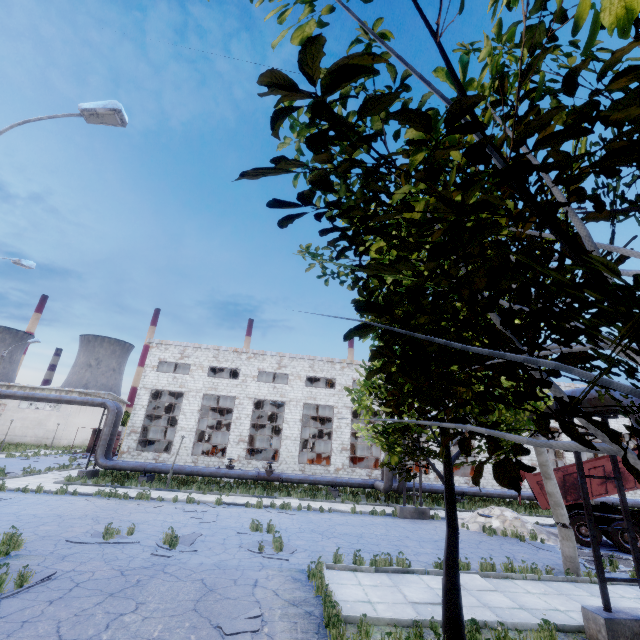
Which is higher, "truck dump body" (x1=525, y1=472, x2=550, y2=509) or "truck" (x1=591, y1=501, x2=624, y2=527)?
"truck dump body" (x1=525, y1=472, x2=550, y2=509)

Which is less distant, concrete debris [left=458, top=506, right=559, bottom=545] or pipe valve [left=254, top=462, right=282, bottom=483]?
concrete debris [left=458, top=506, right=559, bottom=545]

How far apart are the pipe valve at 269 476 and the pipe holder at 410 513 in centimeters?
839cm

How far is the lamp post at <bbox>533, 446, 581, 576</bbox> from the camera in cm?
1097

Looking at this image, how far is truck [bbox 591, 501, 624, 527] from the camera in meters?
14.6

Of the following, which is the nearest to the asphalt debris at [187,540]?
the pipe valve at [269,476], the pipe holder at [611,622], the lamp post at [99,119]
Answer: the lamp post at [99,119]

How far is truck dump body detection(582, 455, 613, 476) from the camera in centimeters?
1522cm

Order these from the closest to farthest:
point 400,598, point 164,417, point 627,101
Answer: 1. point 627,101
2. point 400,598
3. point 164,417
